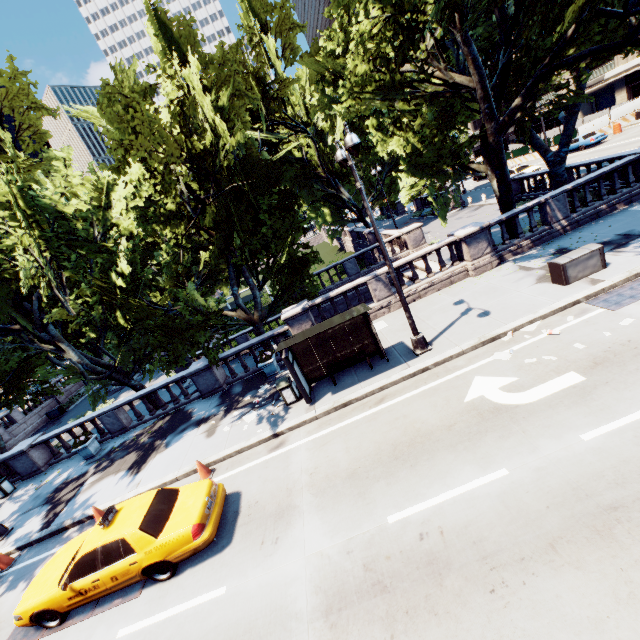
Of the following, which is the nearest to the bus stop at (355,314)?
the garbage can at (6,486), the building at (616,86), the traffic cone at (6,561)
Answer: the traffic cone at (6,561)

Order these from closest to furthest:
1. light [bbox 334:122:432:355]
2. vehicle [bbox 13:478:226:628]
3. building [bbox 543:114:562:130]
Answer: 1. vehicle [bbox 13:478:226:628]
2. light [bbox 334:122:432:355]
3. building [bbox 543:114:562:130]

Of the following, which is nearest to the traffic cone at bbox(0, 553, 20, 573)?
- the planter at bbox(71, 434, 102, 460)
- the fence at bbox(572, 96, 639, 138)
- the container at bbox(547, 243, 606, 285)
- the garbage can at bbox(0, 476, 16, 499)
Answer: the planter at bbox(71, 434, 102, 460)

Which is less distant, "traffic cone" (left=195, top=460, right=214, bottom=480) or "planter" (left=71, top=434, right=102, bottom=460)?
"traffic cone" (left=195, top=460, right=214, bottom=480)

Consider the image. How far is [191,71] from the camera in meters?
12.4 m

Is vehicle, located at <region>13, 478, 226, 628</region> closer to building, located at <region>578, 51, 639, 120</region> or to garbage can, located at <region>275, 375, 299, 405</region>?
garbage can, located at <region>275, 375, 299, 405</region>

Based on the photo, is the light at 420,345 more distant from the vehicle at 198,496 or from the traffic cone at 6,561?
the traffic cone at 6,561

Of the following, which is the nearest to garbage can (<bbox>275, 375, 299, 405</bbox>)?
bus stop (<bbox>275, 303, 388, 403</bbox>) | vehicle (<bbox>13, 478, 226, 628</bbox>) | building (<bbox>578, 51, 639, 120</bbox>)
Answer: bus stop (<bbox>275, 303, 388, 403</bbox>)
